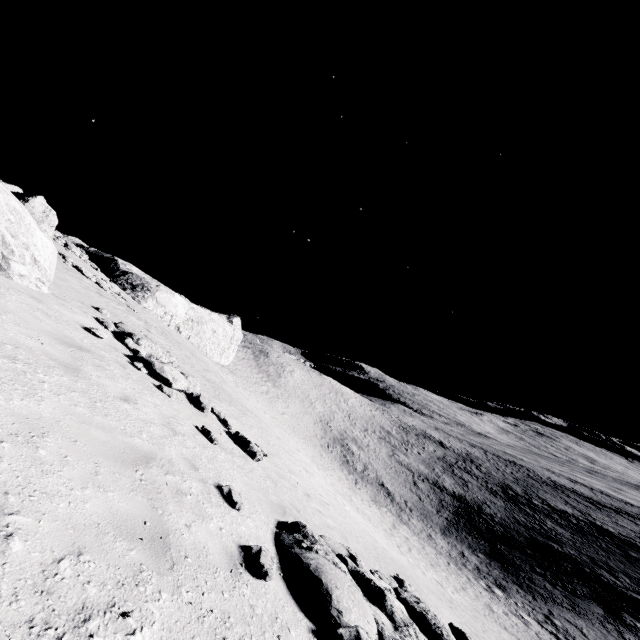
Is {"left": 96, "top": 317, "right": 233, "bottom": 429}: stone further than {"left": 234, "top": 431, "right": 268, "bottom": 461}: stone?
No

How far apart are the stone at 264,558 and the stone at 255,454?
5.7 meters

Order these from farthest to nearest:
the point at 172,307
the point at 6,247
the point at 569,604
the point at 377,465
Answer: the point at 377,465 → the point at 172,307 → the point at 569,604 → the point at 6,247

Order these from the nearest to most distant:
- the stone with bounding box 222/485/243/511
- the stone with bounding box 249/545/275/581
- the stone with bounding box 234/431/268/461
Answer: the stone with bounding box 249/545/275/581, the stone with bounding box 222/485/243/511, the stone with bounding box 234/431/268/461

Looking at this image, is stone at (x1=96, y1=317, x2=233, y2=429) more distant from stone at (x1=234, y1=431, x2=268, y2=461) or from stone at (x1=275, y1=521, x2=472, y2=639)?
stone at (x1=275, y1=521, x2=472, y2=639)

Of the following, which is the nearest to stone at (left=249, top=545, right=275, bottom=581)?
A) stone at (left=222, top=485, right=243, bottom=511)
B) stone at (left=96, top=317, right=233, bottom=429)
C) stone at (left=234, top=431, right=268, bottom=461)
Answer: stone at (left=222, top=485, right=243, bottom=511)

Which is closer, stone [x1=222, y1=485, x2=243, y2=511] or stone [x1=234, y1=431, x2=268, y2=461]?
stone [x1=222, y1=485, x2=243, y2=511]

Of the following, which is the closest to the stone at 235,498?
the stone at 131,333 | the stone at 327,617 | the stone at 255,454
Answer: the stone at 327,617
